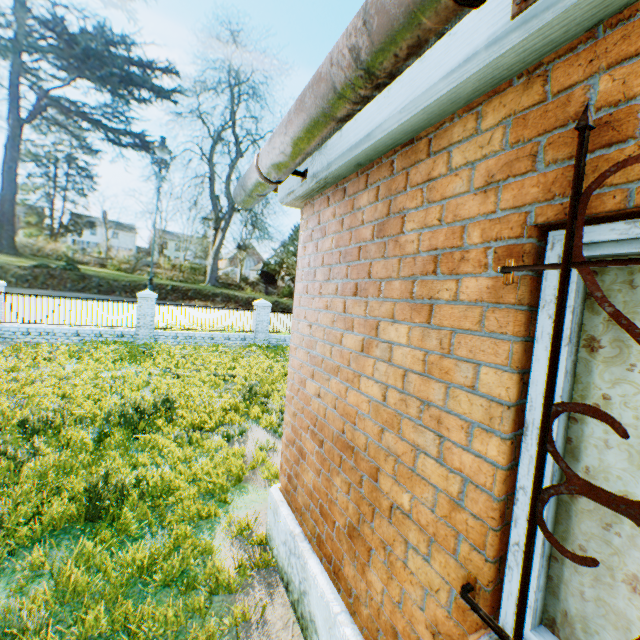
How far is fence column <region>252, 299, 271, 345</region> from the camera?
17.3 meters

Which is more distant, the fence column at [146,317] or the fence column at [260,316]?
the fence column at [260,316]

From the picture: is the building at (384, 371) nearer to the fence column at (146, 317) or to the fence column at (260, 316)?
the fence column at (260, 316)

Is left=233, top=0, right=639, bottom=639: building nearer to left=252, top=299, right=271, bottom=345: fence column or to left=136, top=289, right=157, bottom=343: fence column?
left=252, top=299, right=271, bottom=345: fence column

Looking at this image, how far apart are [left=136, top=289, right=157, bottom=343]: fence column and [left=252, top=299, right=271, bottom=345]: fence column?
4.7 meters

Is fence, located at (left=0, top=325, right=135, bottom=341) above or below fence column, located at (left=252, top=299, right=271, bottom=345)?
below

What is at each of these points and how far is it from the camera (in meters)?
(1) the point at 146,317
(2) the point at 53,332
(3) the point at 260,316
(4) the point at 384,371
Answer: (1) fence column, 15.00
(2) fence, 13.61
(3) fence column, 17.36
(4) building, 2.07

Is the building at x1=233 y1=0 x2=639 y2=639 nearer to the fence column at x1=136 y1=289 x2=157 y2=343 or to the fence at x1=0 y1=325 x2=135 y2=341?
the fence column at x1=136 y1=289 x2=157 y2=343
